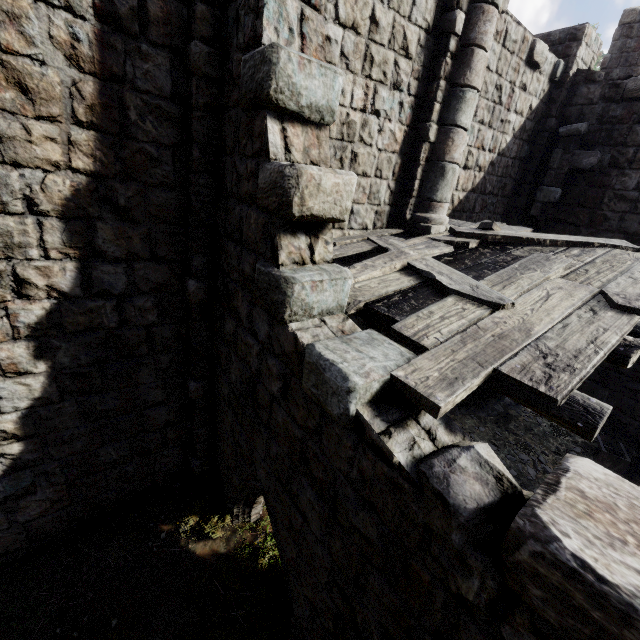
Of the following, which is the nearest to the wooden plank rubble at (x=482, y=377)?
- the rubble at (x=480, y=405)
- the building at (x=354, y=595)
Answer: the building at (x=354, y=595)

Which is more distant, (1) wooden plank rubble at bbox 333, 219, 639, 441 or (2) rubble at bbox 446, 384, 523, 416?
(2) rubble at bbox 446, 384, 523, 416

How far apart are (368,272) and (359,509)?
2.78m

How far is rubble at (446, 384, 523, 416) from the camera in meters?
8.3

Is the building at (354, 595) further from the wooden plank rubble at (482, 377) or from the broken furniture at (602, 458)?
the broken furniture at (602, 458)

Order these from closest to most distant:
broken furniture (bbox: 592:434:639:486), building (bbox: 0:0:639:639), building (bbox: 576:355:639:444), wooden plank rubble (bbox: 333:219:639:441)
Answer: building (bbox: 0:0:639:639), wooden plank rubble (bbox: 333:219:639:441), broken furniture (bbox: 592:434:639:486), building (bbox: 576:355:639:444)

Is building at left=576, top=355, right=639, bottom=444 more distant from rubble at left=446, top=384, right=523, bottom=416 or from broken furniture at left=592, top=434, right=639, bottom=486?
broken furniture at left=592, top=434, right=639, bottom=486
